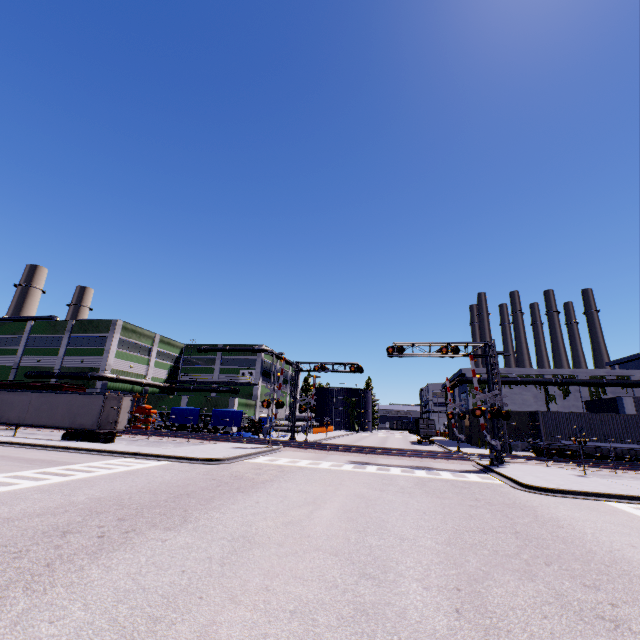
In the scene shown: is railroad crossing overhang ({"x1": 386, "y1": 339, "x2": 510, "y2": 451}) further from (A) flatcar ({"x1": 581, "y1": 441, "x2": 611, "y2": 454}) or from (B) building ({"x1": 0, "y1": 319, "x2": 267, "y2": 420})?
(B) building ({"x1": 0, "y1": 319, "x2": 267, "y2": 420})

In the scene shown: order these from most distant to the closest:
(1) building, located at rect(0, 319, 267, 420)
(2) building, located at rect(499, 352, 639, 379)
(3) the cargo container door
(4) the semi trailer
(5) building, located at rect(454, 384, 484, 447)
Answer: (1) building, located at rect(0, 319, 267, 420) < (3) the cargo container door < (5) building, located at rect(454, 384, 484, 447) < (2) building, located at rect(499, 352, 639, 379) < (4) the semi trailer

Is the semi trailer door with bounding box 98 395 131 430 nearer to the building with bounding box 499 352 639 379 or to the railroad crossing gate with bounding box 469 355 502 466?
the railroad crossing gate with bounding box 469 355 502 466

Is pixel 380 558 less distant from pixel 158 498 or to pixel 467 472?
pixel 158 498

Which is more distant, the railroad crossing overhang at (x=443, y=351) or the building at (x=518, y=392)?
the building at (x=518, y=392)

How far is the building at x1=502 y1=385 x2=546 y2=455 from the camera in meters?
39.8

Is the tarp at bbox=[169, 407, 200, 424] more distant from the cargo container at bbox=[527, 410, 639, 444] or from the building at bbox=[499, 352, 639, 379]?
the cargo container at bbox=[527, 410, 639, 444]

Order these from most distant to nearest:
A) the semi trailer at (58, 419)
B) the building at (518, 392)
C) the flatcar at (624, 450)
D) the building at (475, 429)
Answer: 1. the building at (475, 429)
2. the building at (518, 392)
3. the flatcar at (624, 450)
4. the semi trailer at (58, 419)
